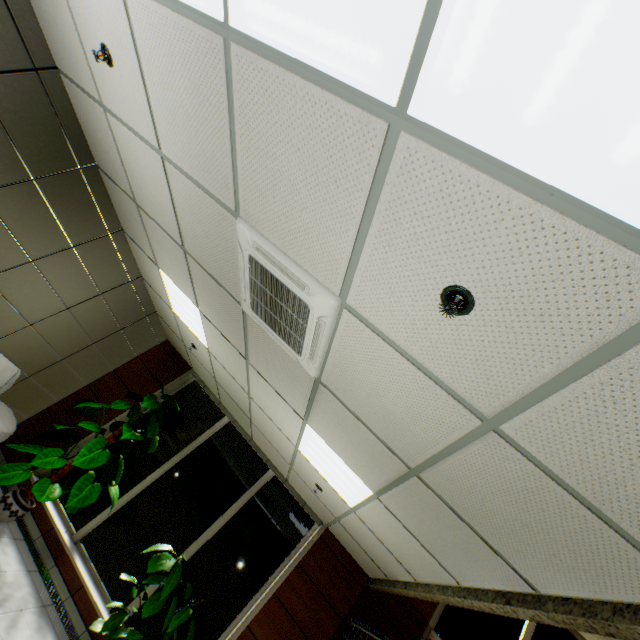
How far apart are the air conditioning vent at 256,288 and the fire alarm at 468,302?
0.7m

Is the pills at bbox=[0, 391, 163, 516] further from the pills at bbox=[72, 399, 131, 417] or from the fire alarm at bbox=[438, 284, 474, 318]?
the fire alarm at bbox=[438, 284, 474, 318]

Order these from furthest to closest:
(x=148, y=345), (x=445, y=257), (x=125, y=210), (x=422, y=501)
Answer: (x=148, y=345)
(x=125, y=210)
(x=422, y=501)
(x=445, y=257)

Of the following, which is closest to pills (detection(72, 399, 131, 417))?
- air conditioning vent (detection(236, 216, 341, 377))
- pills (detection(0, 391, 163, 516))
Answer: pills (detection(0, 391, 163, 516))

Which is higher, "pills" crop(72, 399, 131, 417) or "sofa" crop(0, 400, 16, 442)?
"pills" crop(72, 399, 131, 417)

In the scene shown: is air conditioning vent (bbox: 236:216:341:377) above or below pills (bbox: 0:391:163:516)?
above

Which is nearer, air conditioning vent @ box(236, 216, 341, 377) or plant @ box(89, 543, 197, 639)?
air conditioning vent @ box(236, 216, 341, 377)

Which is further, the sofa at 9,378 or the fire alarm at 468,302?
the sofa at 9,378
